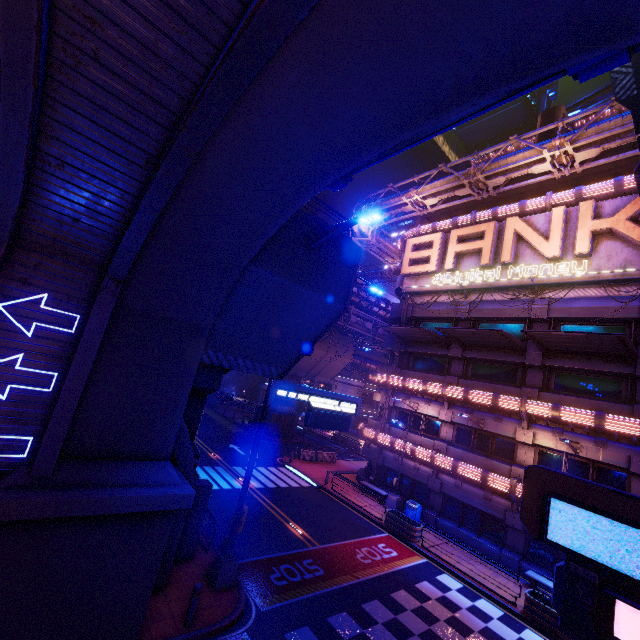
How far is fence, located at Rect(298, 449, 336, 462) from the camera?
30.2 meters

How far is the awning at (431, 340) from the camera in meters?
22.6

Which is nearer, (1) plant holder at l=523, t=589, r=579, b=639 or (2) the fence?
(1) plant holder at l=523, t=589, r=579, b=639

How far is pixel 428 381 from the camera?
23.9m

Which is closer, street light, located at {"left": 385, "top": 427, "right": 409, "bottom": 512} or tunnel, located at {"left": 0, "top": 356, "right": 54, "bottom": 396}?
tunnel, located at {"left": 0, "top": 356, "right": 54, "bottom": 396}

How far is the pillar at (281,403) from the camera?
37.2m

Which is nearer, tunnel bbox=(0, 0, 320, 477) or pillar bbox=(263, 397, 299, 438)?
tunnel bbox=(0, 0, 320, 477)

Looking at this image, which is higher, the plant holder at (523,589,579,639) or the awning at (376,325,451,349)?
the awning at (376,325,451,349)
